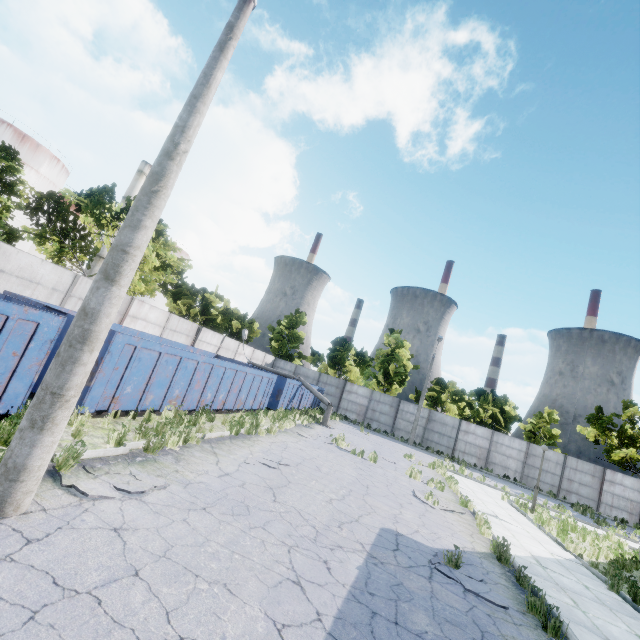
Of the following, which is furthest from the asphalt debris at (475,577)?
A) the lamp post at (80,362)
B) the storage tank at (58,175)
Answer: the storage tank at (58,175)

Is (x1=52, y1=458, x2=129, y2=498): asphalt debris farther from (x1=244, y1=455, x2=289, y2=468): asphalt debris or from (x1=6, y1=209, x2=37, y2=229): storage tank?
(x1=6, y1=209, x2=37, y2=229): storage tank

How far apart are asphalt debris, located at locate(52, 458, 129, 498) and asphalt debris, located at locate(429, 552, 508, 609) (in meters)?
5.52

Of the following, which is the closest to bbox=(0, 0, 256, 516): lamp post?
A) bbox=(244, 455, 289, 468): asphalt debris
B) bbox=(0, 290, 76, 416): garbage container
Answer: bbox=(0, 290, 76, 416): garbage container

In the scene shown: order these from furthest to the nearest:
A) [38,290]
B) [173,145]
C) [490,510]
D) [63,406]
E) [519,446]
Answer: [519,446] → [490,510] → [38,290] → [173,145] → [63,406]

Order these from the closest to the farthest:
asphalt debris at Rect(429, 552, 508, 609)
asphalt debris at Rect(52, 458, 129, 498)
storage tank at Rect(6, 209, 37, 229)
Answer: asphalt debris at Rect(52, 458, 129, 498)
asphalt debris at Rect(429, 552, 508, 609)
storage tank at Rect(6, 209, 37, 229)

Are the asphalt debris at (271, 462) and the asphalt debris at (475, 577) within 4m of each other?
no

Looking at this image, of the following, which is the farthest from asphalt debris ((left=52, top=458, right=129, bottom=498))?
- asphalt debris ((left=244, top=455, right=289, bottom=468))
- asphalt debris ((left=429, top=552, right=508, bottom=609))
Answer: asphalt debris ((left=429, top=552, right=508, bottom=609))
